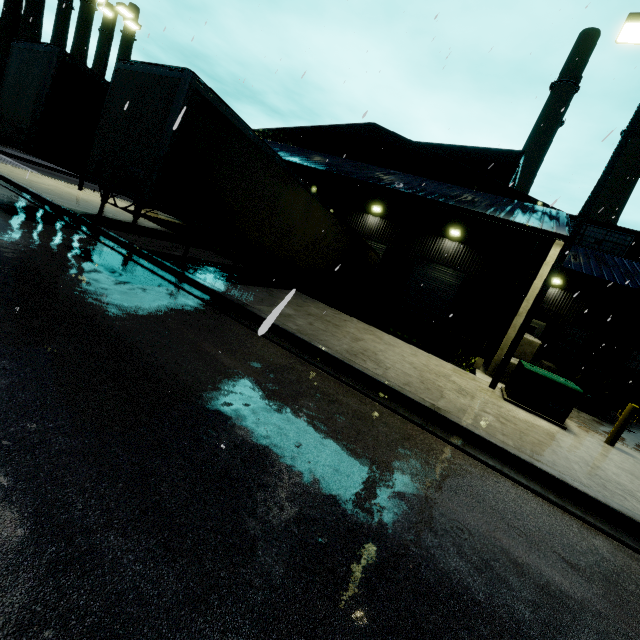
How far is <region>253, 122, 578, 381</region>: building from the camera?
13.8m

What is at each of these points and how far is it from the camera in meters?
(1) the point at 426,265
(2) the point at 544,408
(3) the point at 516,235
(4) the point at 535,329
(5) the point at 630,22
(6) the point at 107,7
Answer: (1) roll-up door, 19.4 m
(2) electrical box, 8.3 m
(3) building, 17.0 m
(4) door, 21.9 m
(5) light, 7.7 m
(6) light, 17.3 m

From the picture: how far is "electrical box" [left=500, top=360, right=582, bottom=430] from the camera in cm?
811

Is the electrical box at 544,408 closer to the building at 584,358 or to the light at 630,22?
the light at 630,22

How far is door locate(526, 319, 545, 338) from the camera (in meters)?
21.71

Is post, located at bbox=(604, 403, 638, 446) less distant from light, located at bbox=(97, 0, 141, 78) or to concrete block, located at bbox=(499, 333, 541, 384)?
concrete block, located at bbox=(499, 333, 541, 384)

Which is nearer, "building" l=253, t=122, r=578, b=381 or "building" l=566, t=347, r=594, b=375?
"building" l=253, t=122, r=578, b=381

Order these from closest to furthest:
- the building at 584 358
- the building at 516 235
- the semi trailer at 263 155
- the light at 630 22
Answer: the semi trailer at 263 155 < the light at 630 22 < the building at 516 235 < the building at 584 358
